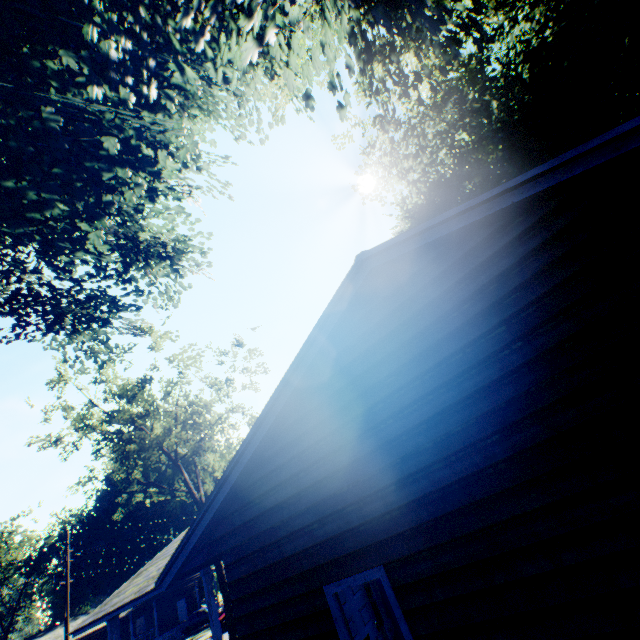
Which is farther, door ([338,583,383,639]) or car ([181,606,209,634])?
car ([181,606,209,634])

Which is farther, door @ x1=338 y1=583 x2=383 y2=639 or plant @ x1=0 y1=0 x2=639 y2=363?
plant @ x1=0 y1=0 x2=639 y2=363

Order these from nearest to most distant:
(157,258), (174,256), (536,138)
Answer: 1. (536,138)
2. (157,258)
3. (174,256)

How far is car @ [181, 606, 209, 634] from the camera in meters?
34.9

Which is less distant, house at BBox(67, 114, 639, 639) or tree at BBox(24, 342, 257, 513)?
house at BBox(67, 114, 639, 639)

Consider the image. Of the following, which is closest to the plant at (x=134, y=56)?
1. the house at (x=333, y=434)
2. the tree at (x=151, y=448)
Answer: the house at (x=333, y=434)

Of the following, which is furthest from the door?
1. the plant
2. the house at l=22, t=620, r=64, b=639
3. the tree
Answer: the house at l=22, t=620, r=64, b=639

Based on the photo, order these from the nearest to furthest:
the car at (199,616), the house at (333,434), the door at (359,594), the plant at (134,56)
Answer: the house at (333,434), the door at (359,594), the plant at (134,56), the car at (199,616)
